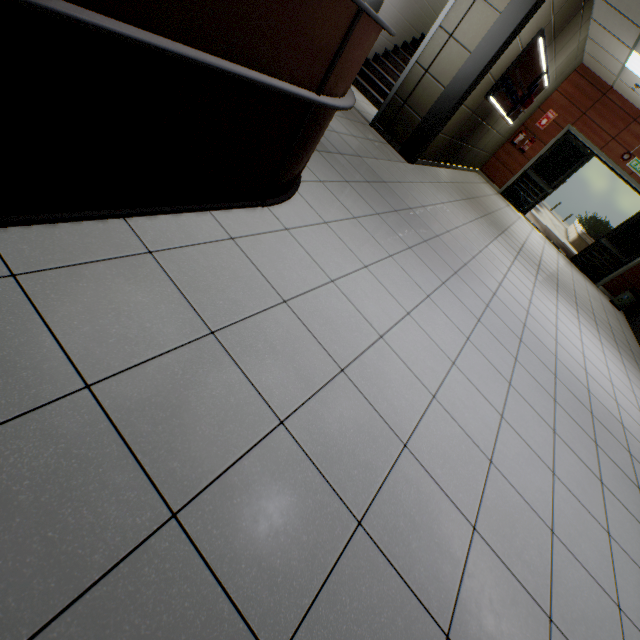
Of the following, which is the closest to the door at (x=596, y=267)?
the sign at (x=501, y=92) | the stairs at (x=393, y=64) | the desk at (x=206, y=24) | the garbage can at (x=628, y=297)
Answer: the garbage can at (x=628, y=297)

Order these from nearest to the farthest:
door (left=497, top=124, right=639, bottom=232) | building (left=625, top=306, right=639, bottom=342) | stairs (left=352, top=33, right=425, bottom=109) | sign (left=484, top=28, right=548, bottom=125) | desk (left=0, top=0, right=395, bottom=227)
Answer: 1. desk (left=0, top=0, right=395, bottom=227)
2. sign (left=484, top=28, right=548, bottom=125)
3. stairs (left=352, top=33, right=425, bottom=109)
4. building (left=625, top=306, right=639, bottom=342)
5. door (left=497, top=124, right=639, bottom=232)

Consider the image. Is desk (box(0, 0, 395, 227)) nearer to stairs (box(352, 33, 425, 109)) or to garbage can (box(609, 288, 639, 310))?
stairs (box(352, 33, 425, 109))

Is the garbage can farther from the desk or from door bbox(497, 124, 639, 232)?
the desk

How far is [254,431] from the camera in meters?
1.3

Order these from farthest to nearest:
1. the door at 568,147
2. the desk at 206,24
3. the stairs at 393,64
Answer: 1. the door at 568,147
2. the stairs at 393,64
3. the desk at 206,24

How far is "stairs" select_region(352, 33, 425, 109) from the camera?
7.3 meters

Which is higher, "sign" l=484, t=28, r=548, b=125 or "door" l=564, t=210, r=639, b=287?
"sign" l=484, t=28, r=548, b=125
